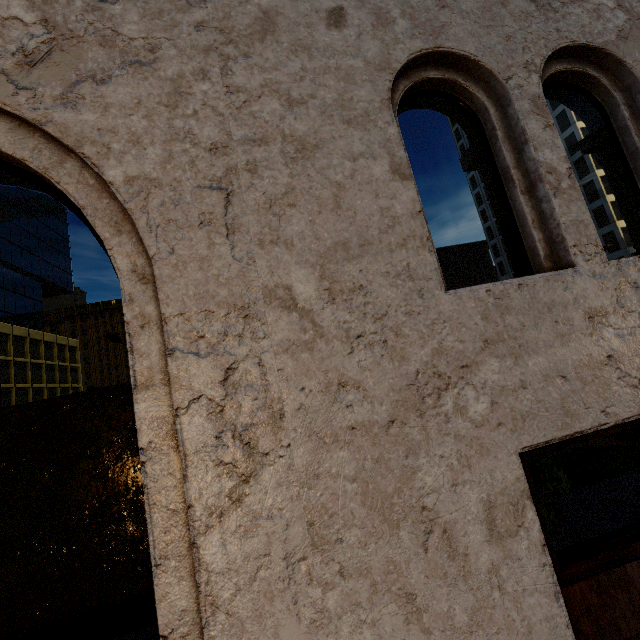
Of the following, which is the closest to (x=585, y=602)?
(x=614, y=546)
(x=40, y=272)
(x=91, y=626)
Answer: (x=614, y=546)
